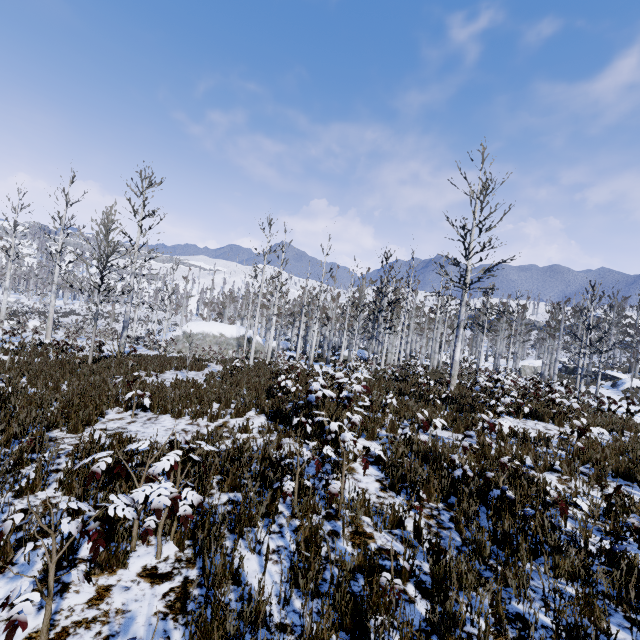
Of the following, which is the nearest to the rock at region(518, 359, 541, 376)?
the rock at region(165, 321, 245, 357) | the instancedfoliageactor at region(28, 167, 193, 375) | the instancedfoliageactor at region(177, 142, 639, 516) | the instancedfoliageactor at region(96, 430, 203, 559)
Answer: the instancedfoliageactor at region(177, 142, 639, 516)

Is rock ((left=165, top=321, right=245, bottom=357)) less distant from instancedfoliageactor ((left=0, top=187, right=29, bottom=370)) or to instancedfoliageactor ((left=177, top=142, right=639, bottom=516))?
instancedfoliageactor ((left=0, top=187, right=29, bottom=370))

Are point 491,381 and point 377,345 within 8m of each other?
no

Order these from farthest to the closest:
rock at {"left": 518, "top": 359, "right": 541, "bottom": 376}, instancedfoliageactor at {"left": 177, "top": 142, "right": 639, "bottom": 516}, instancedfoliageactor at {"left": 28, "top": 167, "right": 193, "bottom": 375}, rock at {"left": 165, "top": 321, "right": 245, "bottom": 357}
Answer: rock at {"left": 518, "top": 359, "right": 541, "bottom": 376} → rock at {"left": 165, "top": 321, "right": 245, "bottom": 357} → instancedfoliageactor at {"left": 28, "top": 167, "right": 193, "bottom": 375} → instancedfoliageactor at {"left": 177, "top": 142, "right": 639, "bottom": 516}

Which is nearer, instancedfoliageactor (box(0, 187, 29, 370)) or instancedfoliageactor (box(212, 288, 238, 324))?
instancedfoliageactor (box(0, 187, 29, 370))

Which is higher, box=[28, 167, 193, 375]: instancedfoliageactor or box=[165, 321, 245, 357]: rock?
box=[28, 167, 193, 375]: instancedfoliageactor

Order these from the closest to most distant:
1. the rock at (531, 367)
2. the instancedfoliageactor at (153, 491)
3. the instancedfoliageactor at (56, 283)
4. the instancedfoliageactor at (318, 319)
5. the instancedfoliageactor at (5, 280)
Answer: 1. the instancedfoliageactor at (153, 491)
2. the instancedfoliageactor at (318, 319)
3. the instancedfoliageactor at (56, 283)
4. the instancedfoliageactor at (5, 280)
5. the rock at (531, 367)

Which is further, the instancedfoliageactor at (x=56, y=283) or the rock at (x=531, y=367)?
the rock at (x=531, y=367)
